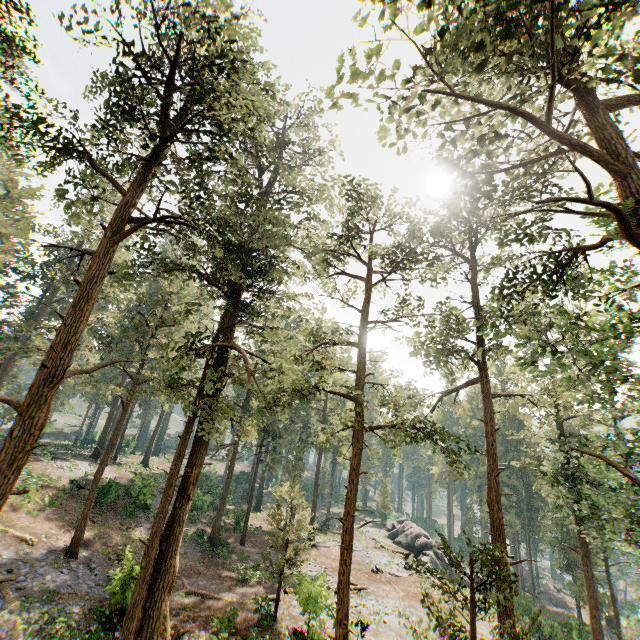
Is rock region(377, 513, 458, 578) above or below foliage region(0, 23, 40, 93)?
below

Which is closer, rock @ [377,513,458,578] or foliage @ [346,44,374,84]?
foliage @ [346,44,374,84]

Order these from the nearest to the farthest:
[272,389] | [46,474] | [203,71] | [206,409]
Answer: [272,389] → [203,71] → [206,409] → [46,474]

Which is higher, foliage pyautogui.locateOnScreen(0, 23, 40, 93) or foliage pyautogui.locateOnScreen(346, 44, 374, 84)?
foliage pyautogui.locateOnScreen(0, 23, 40, 93)

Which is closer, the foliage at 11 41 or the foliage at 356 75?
the foliage at 356 75

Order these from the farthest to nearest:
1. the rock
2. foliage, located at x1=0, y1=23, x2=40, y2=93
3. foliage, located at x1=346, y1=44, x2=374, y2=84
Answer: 1. the rock
2. foliage, located at x1=0, y1=23, x2=40, y2=93
3. foliage, located at x1=346, y1=44, x2=374, y2=84

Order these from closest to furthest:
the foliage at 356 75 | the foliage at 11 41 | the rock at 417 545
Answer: the foliage at 356 75 < the foliage at 11 41 < the rock at 417 545
